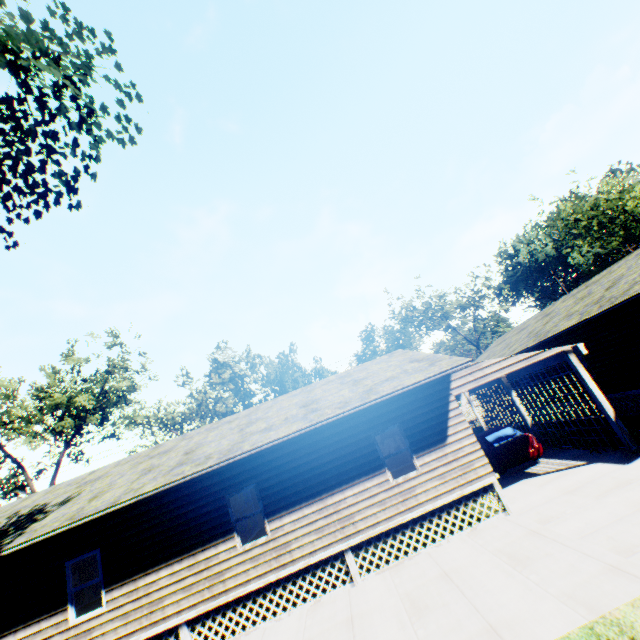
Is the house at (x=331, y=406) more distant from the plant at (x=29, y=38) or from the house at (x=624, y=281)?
the plant at (x=29, y=38)

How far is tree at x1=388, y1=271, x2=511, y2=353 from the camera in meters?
48.1

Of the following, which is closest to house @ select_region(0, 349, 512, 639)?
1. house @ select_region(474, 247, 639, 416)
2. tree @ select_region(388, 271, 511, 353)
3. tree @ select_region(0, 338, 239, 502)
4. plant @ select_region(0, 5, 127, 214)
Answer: house @ select_region(474, 247, 639, 416)

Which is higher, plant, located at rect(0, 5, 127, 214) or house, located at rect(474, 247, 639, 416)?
plant, located at rect(0, 5, 127, 214)

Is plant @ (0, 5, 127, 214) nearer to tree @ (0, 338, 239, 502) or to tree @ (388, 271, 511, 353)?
tree @ (0, 338, 239, 502)

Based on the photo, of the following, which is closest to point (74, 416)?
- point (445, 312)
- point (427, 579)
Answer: point (427, 579)

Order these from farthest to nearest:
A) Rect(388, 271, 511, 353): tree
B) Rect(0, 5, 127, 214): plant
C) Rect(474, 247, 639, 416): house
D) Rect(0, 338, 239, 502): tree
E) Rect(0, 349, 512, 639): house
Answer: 1. Rect(388, 271, 511, 353): tree
2. Rect(0, 338, 239, 502): tree
3. Rect(474, 247, 639, 416): house
4. Rect(0, 349, 512, 639): house
5. Rect(0, 5, 127, 214): plant
